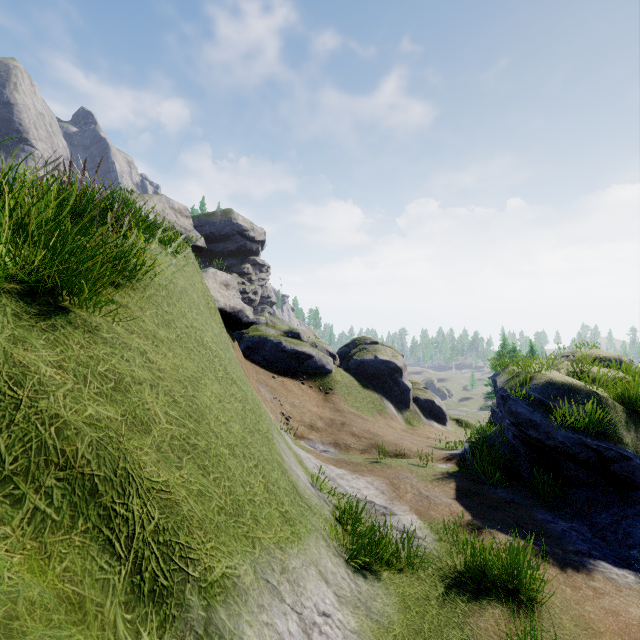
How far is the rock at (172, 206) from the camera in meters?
50.0

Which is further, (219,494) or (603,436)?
(603,436)

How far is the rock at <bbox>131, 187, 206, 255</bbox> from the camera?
50.0m
